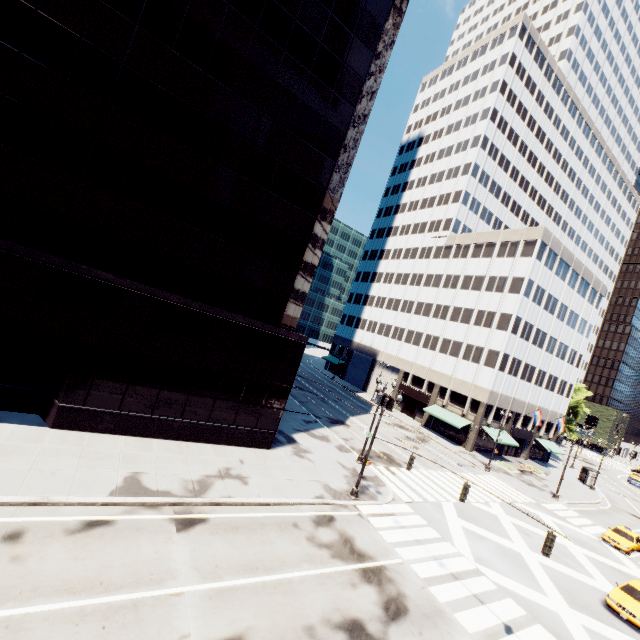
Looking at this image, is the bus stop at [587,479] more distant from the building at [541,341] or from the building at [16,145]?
the building at [16,145]

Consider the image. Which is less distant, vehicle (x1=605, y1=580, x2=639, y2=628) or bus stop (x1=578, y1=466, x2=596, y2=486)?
vehicle (x1=605, y1=580, x2=639, y2=628)

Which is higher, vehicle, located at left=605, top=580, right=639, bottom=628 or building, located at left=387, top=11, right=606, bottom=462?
building, located at left=387, top=11, right=606, bottom=462

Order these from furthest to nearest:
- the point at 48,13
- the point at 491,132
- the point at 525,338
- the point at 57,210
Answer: the point at 491,132, the point at 525,338, the point at 57,210, the point at 48,13

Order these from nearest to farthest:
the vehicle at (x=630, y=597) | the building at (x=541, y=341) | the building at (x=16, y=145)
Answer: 1. the building at (x=16, y=145)
2. the vehicle at (x=630, y=597)
3. the building at (x=541, y=341)

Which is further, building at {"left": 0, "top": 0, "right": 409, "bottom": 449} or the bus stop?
the bus stop

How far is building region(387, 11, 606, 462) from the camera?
45.4 meters

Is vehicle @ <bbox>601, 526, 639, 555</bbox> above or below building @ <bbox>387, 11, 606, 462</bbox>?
below
